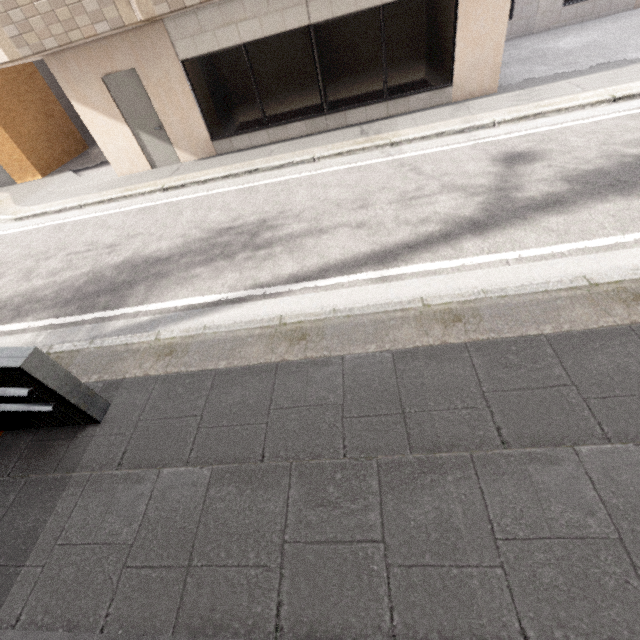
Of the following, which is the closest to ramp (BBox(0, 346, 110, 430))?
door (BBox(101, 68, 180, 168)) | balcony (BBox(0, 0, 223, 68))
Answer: balcony (BBox(0, 0, 223, 68))

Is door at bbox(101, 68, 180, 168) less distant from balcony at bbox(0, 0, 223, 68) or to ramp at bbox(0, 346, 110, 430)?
balcony at bbox(0, 0, 223, 68)

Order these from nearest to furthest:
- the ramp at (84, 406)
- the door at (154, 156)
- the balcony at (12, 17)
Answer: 1. the ramp at (84, 406)
2. the balcony at (12, 17)
3. the door at (154, 156)

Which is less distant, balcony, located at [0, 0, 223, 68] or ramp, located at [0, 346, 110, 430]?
ramp, located at [0, 346, 110, 430]

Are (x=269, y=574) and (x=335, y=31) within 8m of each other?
no

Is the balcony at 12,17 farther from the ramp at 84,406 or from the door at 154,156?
the ramp at 84,406
